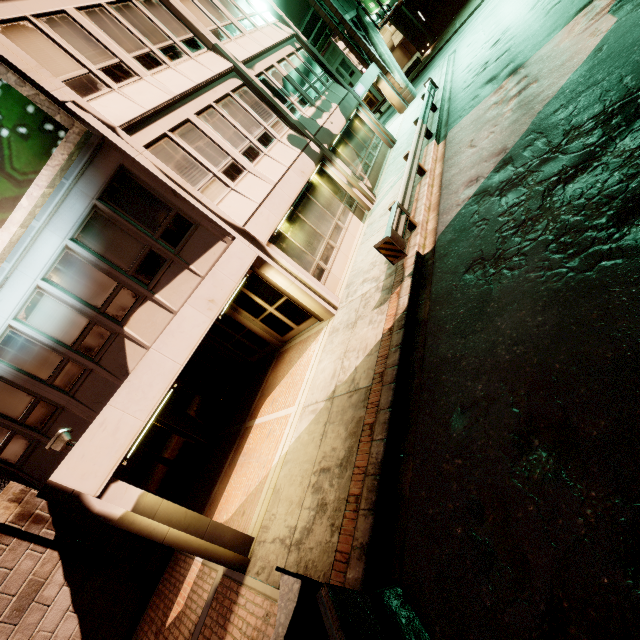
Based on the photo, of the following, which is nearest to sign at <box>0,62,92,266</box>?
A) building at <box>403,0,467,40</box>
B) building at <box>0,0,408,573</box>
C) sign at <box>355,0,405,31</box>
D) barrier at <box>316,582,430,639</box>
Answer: building at <box>0,0,408,573</box>

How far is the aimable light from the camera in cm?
559

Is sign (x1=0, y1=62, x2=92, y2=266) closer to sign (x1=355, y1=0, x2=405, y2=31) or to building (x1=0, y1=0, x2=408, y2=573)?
building (x1=0, y1=0, x2=408, y2=573)

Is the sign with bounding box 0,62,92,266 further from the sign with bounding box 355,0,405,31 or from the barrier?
the sign with bounding box 355,0,405,31

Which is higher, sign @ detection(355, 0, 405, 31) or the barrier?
sign @ detection(355, 0, 405, 31)

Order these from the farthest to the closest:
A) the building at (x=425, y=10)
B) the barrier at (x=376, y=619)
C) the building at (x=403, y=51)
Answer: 1. the building at (x=403, y=51)
2. the building at (x=425, y=10)
3. the barrier at (x=376, y=619)

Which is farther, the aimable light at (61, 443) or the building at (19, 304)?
the building at (19, 304)

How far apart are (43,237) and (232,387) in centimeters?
883cm
